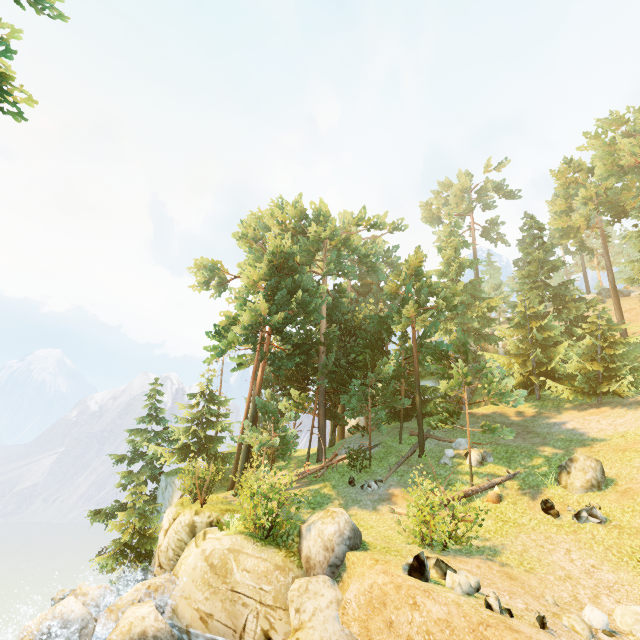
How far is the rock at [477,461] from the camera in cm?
1792

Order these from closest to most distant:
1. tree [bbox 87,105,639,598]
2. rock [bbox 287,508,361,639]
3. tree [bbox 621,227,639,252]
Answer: rock [bbox 287,508,361,639] < tree [bbox 87,105,639,598] < tree [bbox 621,227,639,252]

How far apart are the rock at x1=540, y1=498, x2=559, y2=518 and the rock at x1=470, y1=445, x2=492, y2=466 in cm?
421

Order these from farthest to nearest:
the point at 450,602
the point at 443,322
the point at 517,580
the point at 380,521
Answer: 1. the point at 443,322
2. the point at 380,521
3. the point at 517,580
4. the point at 450,602

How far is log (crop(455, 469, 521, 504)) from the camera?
14.82m

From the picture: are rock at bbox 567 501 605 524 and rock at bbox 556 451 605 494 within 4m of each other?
Result: yes

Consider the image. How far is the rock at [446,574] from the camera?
7.7m

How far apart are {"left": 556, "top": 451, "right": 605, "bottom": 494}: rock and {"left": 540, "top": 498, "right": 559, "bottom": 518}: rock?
1.41m
